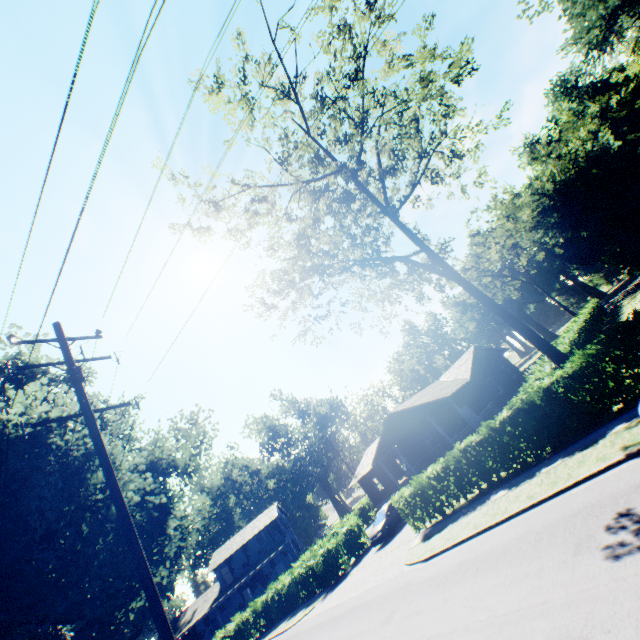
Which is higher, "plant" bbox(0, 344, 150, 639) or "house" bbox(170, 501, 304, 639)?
"plant" bbox(0, 344, 150, 639)

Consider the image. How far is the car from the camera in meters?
22.5 m

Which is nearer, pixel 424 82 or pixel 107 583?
pixel 424 82

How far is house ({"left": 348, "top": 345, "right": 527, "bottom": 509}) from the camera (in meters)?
26.69

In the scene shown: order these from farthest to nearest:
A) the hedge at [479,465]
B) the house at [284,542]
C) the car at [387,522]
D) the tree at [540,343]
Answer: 1. the house at [284,542]
2. the car at [387,522]
3. the tree at [540,343]
4. the hedge at [479,465]

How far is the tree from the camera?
15.3 meters

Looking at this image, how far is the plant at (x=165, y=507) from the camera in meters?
17.7

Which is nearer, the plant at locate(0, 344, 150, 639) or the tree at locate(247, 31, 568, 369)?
the plant at locate(0, 344, 150, 639)
